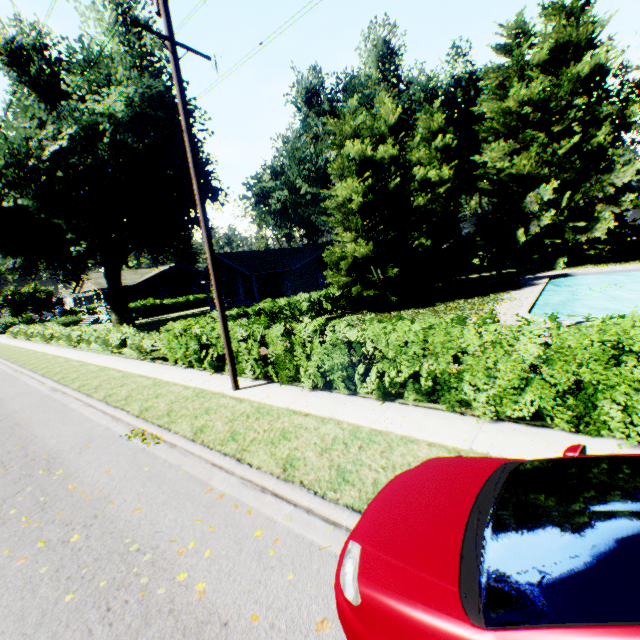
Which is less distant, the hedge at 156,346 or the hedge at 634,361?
the hedge at 634,361

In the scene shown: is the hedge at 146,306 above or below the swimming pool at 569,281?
above

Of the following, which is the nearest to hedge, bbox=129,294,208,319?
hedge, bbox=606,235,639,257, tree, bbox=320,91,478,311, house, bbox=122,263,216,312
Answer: house, bbox=122,263,216,312

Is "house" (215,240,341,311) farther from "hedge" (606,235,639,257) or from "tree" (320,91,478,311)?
"hedge" (606,235,639,257)

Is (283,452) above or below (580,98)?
below

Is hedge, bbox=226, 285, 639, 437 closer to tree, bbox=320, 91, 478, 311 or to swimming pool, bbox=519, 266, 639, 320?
tree, bbox=320, 91, 478, 311

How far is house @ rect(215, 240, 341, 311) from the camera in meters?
28.0

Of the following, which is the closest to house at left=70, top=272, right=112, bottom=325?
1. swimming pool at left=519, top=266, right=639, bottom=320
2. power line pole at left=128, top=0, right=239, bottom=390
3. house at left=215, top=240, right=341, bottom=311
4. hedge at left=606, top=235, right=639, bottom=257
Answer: house at left=215, top=240, right=341, bottom=311
